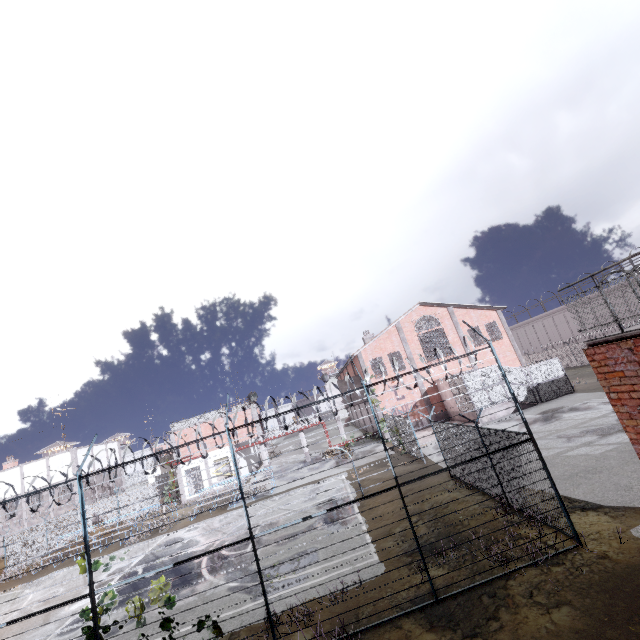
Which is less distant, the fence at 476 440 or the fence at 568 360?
the fence at 476 440

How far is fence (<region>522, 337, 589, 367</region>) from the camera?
39.00m

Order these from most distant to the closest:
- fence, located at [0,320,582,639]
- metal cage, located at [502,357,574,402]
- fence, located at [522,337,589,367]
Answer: fence, located at [522,337,589,367] → metal cage, located at [502,357,574,402] → fence, located at [0,320,582,639]

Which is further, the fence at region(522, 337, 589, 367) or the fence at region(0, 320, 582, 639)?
the fence at region(522, 337, 589, 367)

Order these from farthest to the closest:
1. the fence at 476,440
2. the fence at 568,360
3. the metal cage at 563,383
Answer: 1. the fence at 568,360
2. the metal cage at 563,383
3. the fence at 476,440

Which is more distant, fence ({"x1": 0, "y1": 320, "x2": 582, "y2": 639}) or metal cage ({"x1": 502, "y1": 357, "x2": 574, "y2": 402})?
metal cage ({"x1": 502, "y1": 357, "x2": 574, "y2": 402})

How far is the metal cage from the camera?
26.3 meters

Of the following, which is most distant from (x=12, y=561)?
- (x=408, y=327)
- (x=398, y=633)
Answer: (x=408, y=327)
